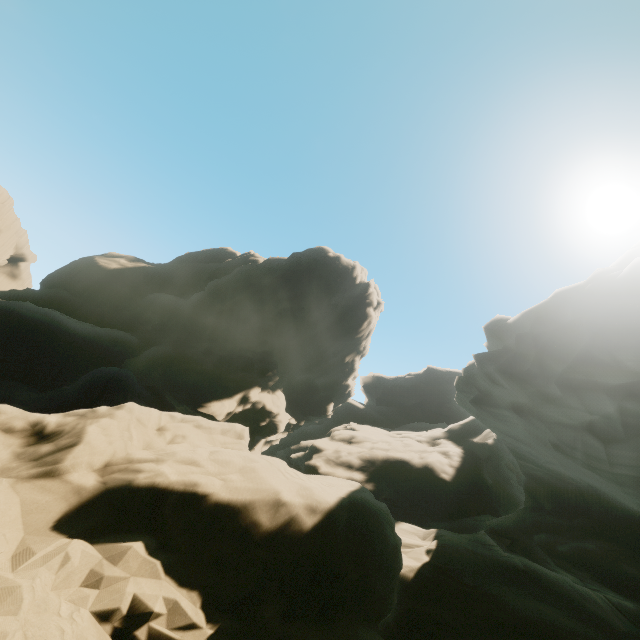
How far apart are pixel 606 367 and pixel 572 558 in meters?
9.4
